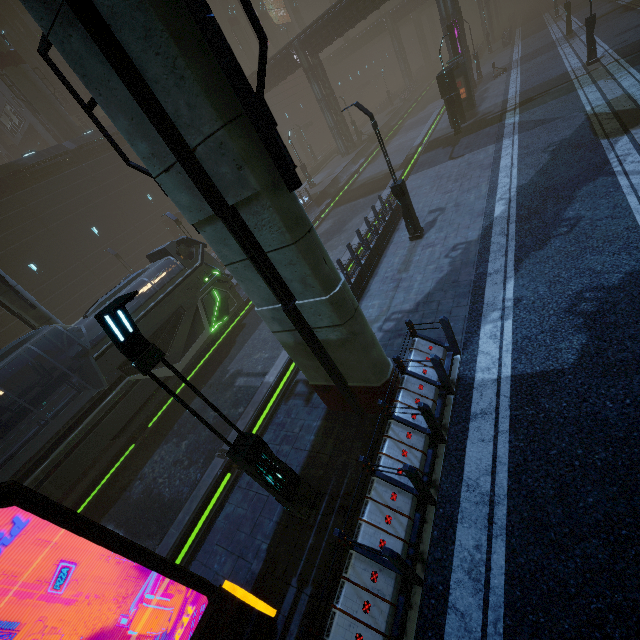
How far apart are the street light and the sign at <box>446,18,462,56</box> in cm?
A: 3284

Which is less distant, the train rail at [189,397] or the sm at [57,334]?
the train rail at [189,397]

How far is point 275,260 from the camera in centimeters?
558cm

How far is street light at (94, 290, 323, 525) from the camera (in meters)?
3.95

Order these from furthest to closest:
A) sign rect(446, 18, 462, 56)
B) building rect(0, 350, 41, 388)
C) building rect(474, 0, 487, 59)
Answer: building rect(474, 0, 487, 59)
sign rect(446, 18, 462, 56)
building rect(0, 350, 41, 388)

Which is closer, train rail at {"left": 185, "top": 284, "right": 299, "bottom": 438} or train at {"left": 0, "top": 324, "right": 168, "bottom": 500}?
train at {"left": 0, "top": 324, "right": 168, "bottom": 500}

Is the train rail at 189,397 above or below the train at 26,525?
below

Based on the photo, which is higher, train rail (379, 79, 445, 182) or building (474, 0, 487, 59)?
building (474, 0, 487, 59)
